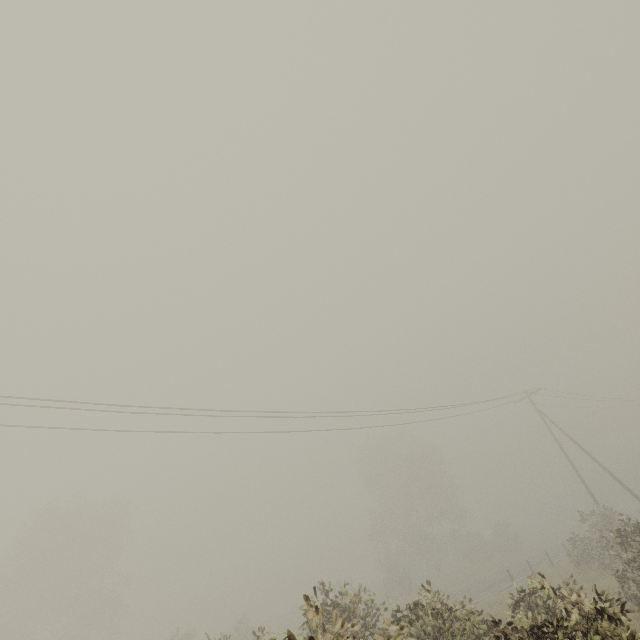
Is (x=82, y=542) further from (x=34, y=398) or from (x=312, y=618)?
(x=312, y=618)

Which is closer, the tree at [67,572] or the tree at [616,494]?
the tree at [67,572]

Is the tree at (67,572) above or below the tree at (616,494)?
above

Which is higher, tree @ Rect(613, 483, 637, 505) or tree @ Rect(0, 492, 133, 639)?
tree @ Rect(0, 492, 133, 639)

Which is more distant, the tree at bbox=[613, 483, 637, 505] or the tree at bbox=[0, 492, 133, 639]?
the tree at bbox=[613, 483, 637, 505]
